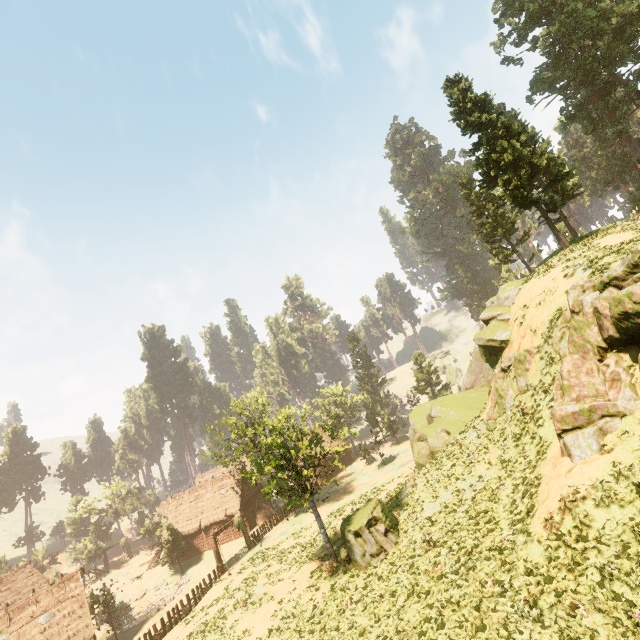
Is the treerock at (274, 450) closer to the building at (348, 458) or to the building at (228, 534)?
the building at (228, 534)

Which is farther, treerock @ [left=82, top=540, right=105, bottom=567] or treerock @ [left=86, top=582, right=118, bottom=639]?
treerock @ [left=82, top=540, right=105, bottom=567]

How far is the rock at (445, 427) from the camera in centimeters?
1978cm

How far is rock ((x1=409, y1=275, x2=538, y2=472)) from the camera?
19.8m

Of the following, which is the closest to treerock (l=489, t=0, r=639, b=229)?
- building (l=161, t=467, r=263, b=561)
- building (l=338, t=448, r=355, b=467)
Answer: building (l=161, t=467, r=263, b=561)

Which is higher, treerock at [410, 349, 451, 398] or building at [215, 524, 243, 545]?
treerock at [410, 349, 451, 398]

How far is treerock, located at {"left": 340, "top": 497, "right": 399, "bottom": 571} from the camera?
18.1 meters

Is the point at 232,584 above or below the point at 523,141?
below
